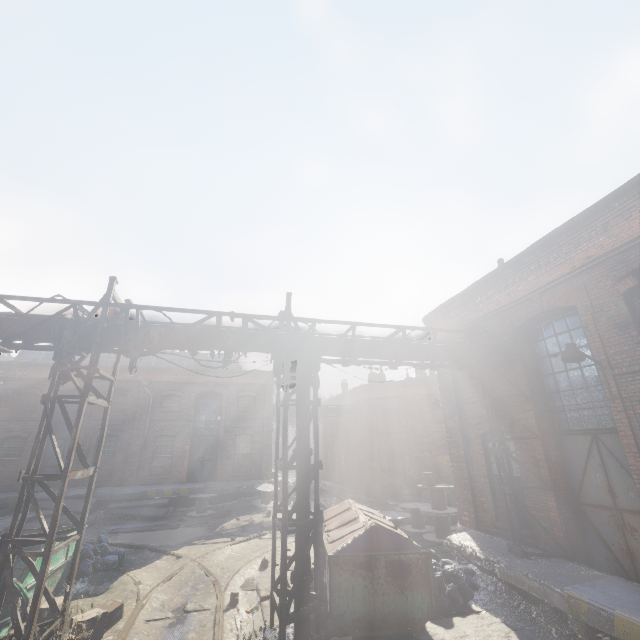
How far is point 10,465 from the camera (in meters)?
19.00

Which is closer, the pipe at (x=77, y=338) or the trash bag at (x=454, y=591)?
the pipe at (x=77, y=338)

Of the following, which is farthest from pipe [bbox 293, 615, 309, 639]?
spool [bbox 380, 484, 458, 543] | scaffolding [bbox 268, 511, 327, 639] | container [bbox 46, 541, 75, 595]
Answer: spool [bbox 380, 484, 458, 543]

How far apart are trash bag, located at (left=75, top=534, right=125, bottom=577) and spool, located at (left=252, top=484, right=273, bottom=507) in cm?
921

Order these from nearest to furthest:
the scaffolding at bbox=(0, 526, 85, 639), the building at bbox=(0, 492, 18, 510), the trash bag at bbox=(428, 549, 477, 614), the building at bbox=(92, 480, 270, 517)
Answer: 1. the scaffolding at bbox=(0, 526, 85, 639)
2. the trash bag at bbox=(428, 549, 477, 614)
3. the building at bbox=(0, 492, 18, 510)
4. the building at bbox=(92, 480, 270, 517)

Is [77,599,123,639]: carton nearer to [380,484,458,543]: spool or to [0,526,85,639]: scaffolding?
[0,526,85,639]: scaffolding

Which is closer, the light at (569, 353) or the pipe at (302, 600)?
the pipe at (302, 600)

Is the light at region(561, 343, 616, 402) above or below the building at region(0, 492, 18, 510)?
above
